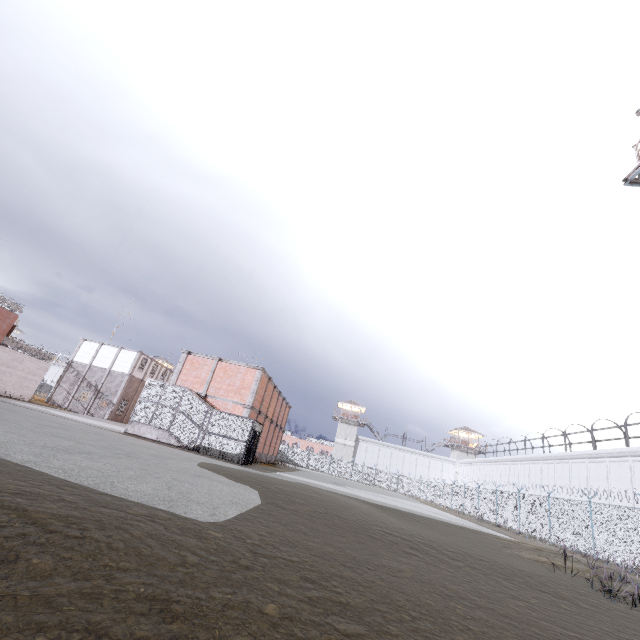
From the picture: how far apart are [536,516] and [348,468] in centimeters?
3664cm

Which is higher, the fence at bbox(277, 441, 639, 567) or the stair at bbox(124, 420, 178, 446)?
the fence at bbox(277, 441, 639, 567)

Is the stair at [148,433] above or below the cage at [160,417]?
below

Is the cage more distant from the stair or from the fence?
the fence

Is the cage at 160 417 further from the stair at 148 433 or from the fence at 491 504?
the fence at 491 504

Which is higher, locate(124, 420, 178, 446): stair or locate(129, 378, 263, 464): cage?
locate(129, 378, 263, 464): cage

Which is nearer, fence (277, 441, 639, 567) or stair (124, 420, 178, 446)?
fence (277, 441, 639, 567)

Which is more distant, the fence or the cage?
the cage
